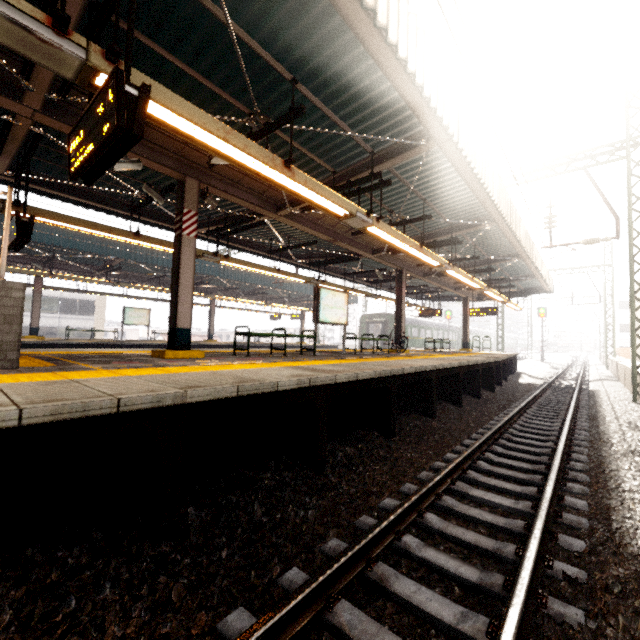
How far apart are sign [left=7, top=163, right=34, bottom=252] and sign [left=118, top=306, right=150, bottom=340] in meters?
13.0 m

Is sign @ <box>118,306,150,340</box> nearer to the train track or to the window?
the window

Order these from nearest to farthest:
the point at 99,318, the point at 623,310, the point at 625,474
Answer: the point at 625,474 → the point at 99,318 → the point at 623,310

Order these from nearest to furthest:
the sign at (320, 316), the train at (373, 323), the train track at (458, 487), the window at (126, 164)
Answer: the train track at (458, 487)
the window at (126, 164)
the sign at (320, 316)
the train at (373, 323)

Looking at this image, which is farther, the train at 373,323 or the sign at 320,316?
the train at 373,323

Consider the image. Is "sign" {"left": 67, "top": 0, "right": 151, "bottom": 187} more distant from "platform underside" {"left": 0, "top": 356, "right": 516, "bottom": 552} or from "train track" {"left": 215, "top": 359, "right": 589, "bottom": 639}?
"train track" {"left": 215, "top": 359, "right": 589, "bottom": 639}

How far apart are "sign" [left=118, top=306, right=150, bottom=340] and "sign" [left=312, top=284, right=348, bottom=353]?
14.8 meters

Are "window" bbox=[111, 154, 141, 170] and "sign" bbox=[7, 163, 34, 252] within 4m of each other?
yes
